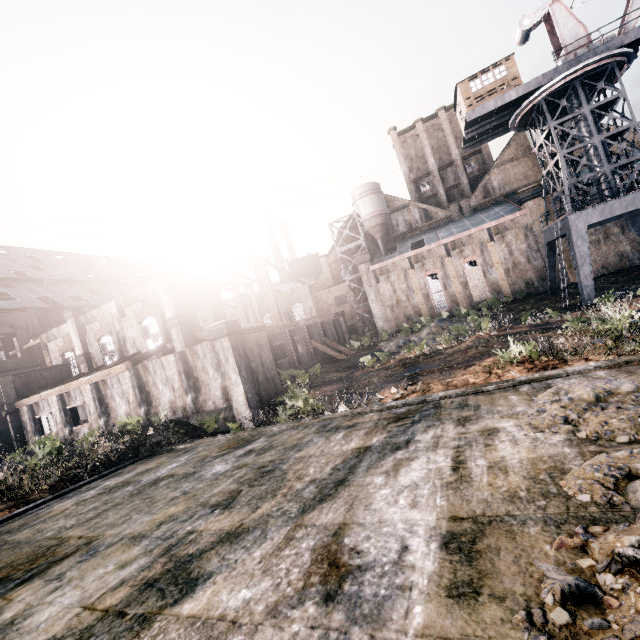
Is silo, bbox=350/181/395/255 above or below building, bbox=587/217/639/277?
above

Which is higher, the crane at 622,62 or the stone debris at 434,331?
the crane at 622,62

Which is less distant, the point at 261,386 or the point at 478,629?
the point at 478,629

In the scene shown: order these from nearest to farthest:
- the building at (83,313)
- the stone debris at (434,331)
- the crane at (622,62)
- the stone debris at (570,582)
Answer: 1. the stone debris at (570,582)
2. the building at (83,313)
3. the crane at (622,62)
4. the stone debris at (434,331)

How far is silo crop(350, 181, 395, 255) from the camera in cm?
4925

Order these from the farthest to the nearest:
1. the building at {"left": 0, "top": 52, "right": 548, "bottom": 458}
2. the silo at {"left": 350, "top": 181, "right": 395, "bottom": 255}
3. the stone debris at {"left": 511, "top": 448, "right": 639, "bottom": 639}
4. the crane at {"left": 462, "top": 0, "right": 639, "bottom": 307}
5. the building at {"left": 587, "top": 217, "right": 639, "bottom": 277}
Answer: the silo at {"left": 350, "top": 181, "right": 395, "bottom": 255}, the building at {"left": 587, "top": 217, "right": 639, "bottom": 277}, the crane at {"left": 462, "top": 0, "right": 639, "bottom": 307}, the building at {"left": 0, "top": 52, "right": 548, "bottom": 458}, the stone debris at {"left": 511, "top": 448, "right": 639, "bottom": 639}

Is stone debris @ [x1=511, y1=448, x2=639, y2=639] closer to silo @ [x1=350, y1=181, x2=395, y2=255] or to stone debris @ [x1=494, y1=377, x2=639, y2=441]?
stone debris @ [x1=494, y1=377, x2=639, y2=441]

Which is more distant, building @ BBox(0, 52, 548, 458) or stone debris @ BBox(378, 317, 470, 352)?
stone debris @ BBox(378, 317, 470, 352)
